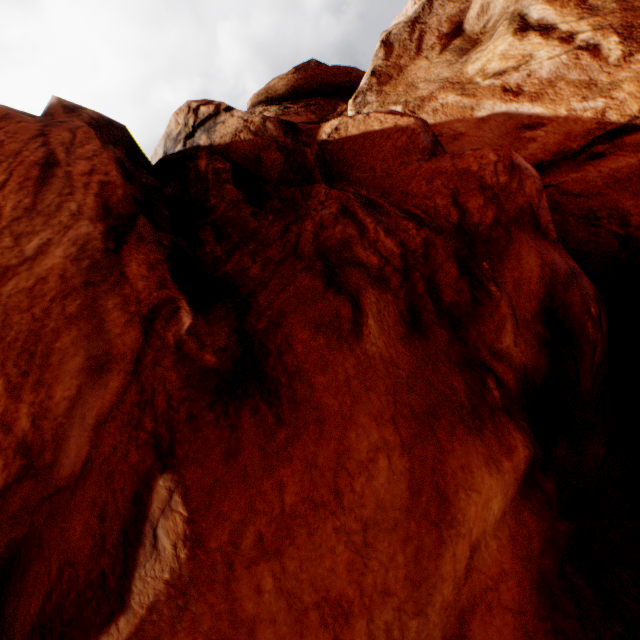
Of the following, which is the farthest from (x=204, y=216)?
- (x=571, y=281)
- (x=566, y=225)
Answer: (x=566, y=225)
